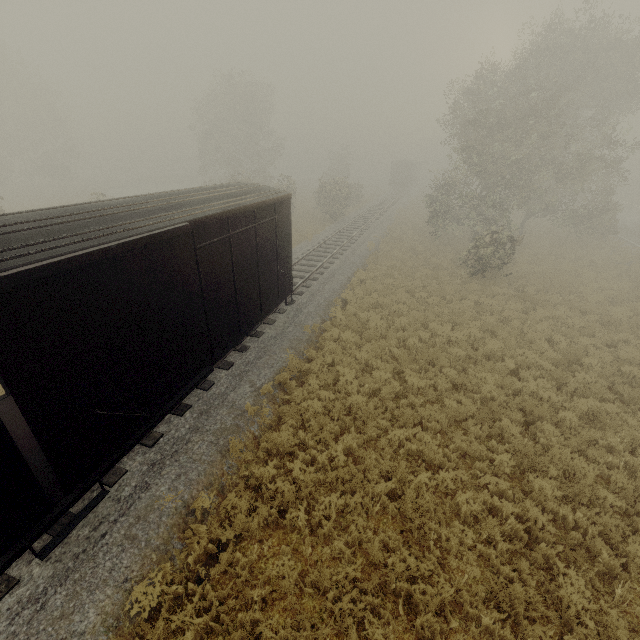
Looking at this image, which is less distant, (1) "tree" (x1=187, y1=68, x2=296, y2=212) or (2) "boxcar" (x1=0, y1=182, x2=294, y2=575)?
(2) "boxcar" (x1=0, y1=182, x2=294, y2=575)

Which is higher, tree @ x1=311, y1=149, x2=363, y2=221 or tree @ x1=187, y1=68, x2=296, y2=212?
tree @ x1=187, y1=68, x2=296, y2=212

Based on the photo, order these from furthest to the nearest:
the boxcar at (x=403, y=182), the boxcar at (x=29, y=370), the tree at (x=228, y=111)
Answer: the boxcar at (x=403, y=182) → the tree at (x=228, y=111) → the boxcar at (x=29, y=370)

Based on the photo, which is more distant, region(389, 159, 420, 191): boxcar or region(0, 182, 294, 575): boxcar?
region(389, 159, 420, 191): boxcar

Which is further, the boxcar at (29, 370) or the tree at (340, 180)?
the tree at (340, 180)

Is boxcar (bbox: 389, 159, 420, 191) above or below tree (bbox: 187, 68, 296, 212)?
below

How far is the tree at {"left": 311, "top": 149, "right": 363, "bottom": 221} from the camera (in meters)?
30.80

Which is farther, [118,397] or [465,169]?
[465,169]
